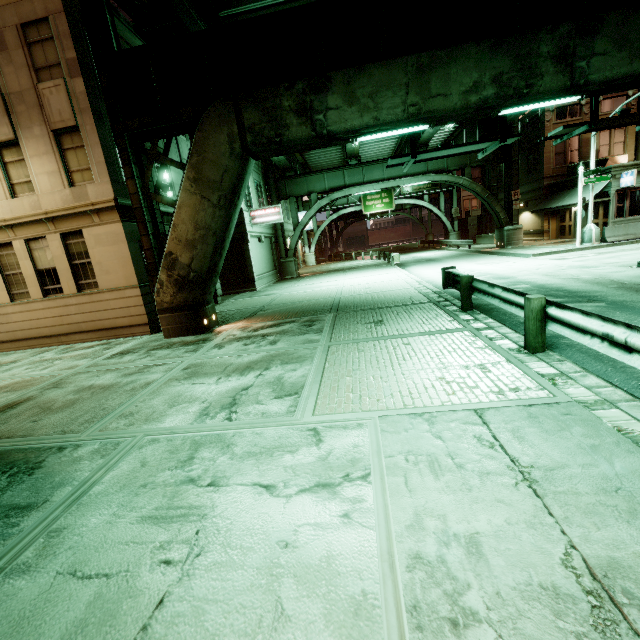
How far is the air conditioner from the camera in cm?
2522

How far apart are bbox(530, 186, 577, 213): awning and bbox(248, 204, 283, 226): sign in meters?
20.6 m

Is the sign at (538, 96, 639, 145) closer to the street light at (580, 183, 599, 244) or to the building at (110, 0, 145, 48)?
the street light at (580, 183, 599, 244)

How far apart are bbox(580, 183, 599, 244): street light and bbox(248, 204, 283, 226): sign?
19.5m

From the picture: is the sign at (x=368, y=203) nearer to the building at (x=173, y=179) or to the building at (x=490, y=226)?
the building at (x=490, y=226)

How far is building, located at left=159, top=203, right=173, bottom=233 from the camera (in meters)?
13.64

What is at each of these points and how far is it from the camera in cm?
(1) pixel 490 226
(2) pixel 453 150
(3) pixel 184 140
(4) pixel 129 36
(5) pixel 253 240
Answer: (1) building, 4022
(2) sign, 1084
(3) building, 1625
(4) building, 1274
(5) building, 2330

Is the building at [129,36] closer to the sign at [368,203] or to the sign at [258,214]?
the sign at [258,214]
